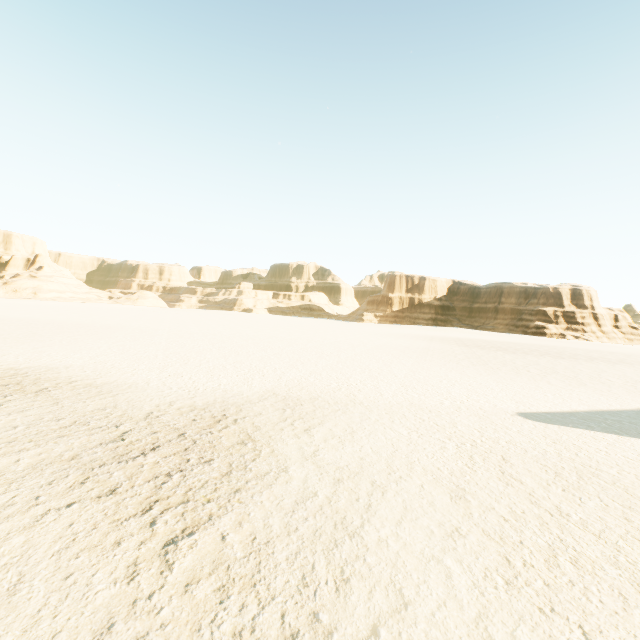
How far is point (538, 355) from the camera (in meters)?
28.98
